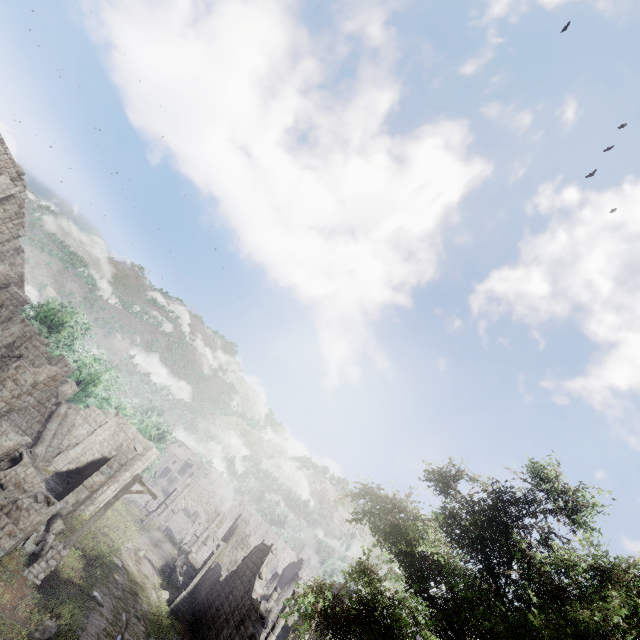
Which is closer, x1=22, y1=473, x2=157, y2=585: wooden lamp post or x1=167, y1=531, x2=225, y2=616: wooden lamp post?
x1=22, y1=473, x2=157, y2=585: wooden lamp post

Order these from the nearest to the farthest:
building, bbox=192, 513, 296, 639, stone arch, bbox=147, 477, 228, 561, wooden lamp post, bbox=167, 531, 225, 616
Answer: building, bbox=192, 513, 296, 639, wooden lamp post, bbox=167, 531, 225, 616, stone arch, bbox=147, 477, 228, 561

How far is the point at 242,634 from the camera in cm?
1695

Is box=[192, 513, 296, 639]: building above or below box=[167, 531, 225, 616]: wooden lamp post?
above

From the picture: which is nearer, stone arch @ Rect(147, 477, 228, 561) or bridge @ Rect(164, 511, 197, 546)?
stone arch @ Rect(147, 477, 228, 561)

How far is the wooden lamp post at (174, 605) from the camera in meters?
21.7 m

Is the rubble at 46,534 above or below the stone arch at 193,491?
below

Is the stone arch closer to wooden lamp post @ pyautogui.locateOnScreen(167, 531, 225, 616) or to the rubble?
wooden lamp post @ pyautogui.locateOnScreen(167, 531, 225, 616)
